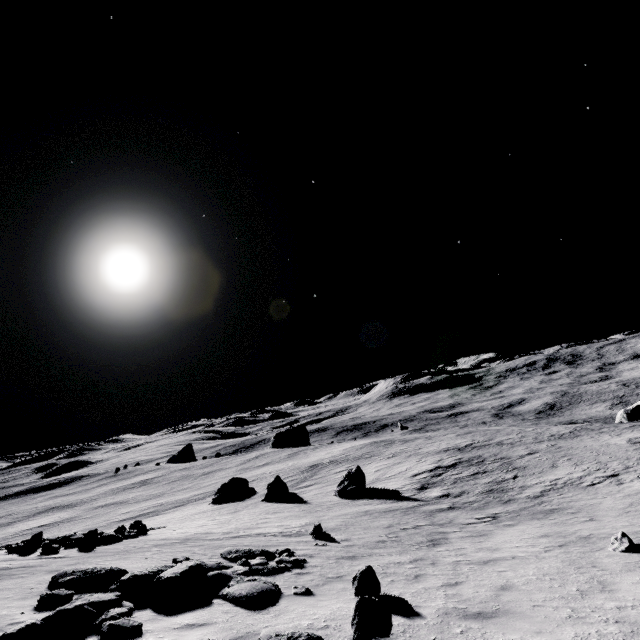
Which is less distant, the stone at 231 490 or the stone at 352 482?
the stone at 352 482

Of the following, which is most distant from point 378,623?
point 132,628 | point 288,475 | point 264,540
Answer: point 288,475

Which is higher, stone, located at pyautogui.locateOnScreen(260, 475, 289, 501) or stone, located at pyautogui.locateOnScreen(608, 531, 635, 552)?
stone, located at pyautogui.locateOnScreen(608, 531, 635, 552)

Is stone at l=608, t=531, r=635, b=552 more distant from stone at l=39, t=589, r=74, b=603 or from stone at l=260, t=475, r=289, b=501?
stone at l=260, t=475, r=289, b=501

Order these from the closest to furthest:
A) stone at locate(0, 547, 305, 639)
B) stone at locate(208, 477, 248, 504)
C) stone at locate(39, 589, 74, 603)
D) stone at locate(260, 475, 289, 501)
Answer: stone at locate(0, 547, 305, 639)
stone at locate(39, 589, 74, 603)
stone at locate(260, 475, 289, 501)
stone at locate(208, 477, 248, 504)

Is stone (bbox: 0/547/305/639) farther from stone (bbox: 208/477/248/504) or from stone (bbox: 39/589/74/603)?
stone (bbox: 208/477/248/504)

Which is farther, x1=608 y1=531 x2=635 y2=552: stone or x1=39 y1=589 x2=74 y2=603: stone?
x1=608 y1=531 x2=635 y2=552: stone

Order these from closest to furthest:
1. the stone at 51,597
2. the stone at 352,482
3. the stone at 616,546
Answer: the stone at 51,597 < the stone at 616,546 < the stone at 352,482
